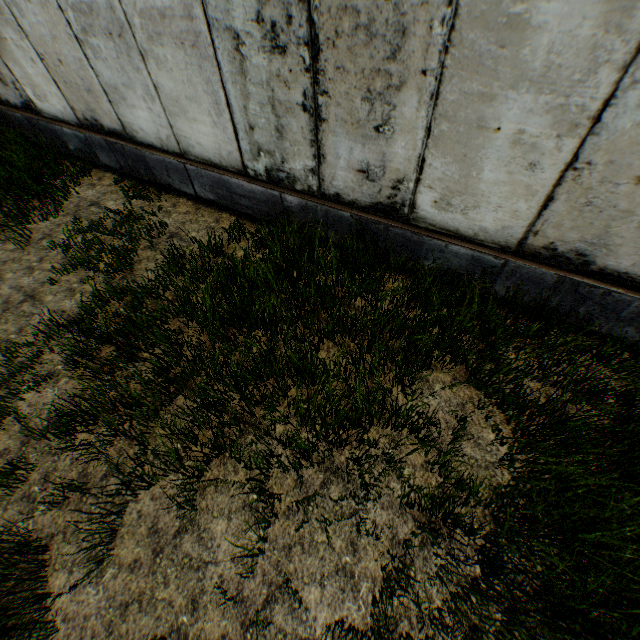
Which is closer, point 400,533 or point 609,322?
point 400,533
